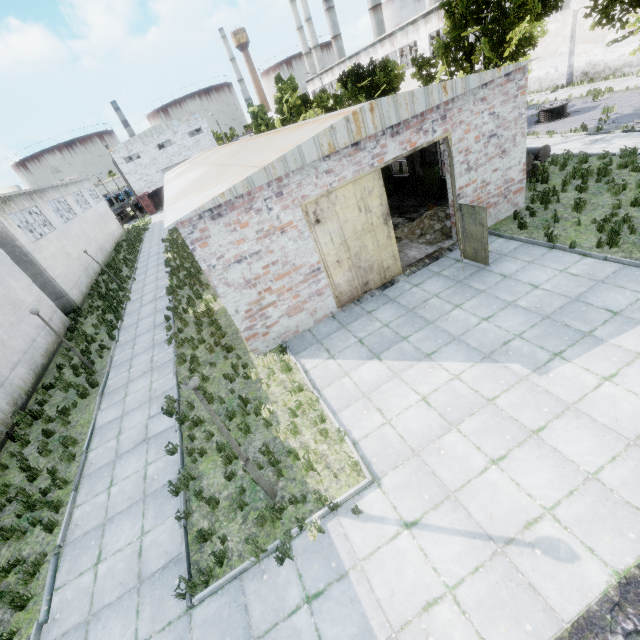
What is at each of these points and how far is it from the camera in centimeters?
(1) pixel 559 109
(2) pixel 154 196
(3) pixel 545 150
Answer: (1) wire spool, 2112cm
(2) truck dump body, 5750cm
(3) pipe cap, 1459cm

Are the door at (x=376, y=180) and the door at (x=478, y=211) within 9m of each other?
yes

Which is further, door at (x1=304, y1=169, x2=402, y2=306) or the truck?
the truck

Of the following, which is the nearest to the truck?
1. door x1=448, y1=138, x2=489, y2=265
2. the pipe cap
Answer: door x1=448, y1=138, x2=489, y2=265

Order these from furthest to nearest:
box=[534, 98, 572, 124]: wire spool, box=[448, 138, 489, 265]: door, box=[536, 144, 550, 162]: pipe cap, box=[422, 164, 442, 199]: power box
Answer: box=[534, 98, 572, 124]: wire spool → box=[422, 164, 442, 199]: power box → box=[536, 144, 550, 162]: pipe cap → box=[448, 138, 489, 265]: door

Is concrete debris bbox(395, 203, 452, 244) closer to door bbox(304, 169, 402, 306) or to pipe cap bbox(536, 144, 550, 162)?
door bbox(304, 169, 402, 306)

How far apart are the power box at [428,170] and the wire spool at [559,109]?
11.93m

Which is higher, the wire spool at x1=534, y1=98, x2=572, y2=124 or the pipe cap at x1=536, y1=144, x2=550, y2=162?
the pipe cap at x1=536, y1=144, x2=550, y2=162
